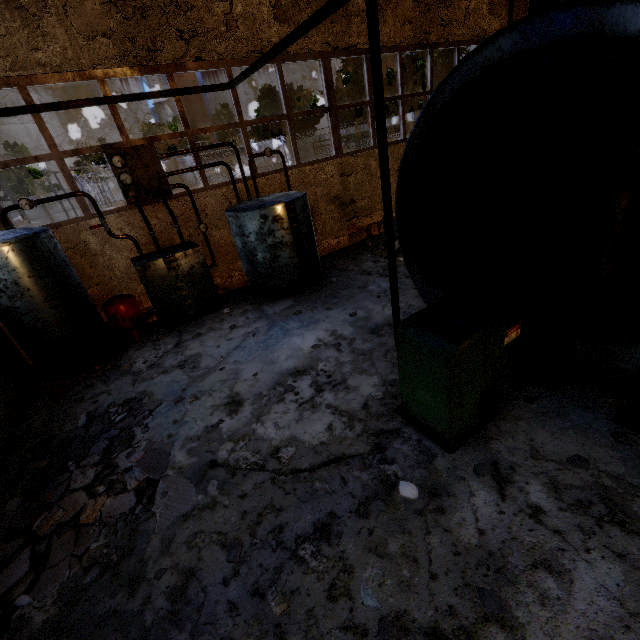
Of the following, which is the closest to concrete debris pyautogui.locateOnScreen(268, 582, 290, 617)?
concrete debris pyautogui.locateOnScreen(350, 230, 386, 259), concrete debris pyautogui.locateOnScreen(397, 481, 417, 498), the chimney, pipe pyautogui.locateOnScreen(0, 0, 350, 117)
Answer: concrete debris pyautogui.locateOnScreen(397, 481, 417, 498)

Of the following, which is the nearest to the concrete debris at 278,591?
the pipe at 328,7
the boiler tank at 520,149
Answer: the boiler tank at 520,149

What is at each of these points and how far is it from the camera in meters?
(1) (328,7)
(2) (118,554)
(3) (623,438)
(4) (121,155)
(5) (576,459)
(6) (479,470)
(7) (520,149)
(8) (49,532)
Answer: (1) pipe, 3.8 m
(2) concrete debris, 3.1 m
(3) concrete debris, 3.2 m
(4) boiler group, 6.4 m
(5) concrete debris, 3.1 m
(6) concrete debris, 3.2 m
(7) boiler tank, 3.1 m
(8) concrete debris, 3.5 m

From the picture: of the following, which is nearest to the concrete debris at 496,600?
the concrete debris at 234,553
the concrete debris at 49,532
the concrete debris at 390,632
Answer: the concrete debris at 390,632

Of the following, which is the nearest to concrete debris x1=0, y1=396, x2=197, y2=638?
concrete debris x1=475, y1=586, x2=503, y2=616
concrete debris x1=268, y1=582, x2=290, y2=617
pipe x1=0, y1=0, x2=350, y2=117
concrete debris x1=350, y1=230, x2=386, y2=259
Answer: concrete debris x1=268, y1=582, x2=290, y2=617

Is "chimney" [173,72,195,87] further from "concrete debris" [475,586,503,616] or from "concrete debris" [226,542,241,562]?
"concrete debris" [475,586,503,616]

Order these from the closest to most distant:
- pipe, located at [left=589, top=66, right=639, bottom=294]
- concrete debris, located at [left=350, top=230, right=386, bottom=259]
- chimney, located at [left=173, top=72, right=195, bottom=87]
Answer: pipe, located at [left=589, top=66, right=639, bottom=294] → concrete debris, located at [left=350, top=230, right=386, bottom=259] → chimney, located at [left=173, top=72, right=195, bottom=87]

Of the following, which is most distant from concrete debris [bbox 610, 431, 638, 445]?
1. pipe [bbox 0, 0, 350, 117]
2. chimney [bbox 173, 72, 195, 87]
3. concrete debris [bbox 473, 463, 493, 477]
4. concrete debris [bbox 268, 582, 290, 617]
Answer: chimney [bbox 173, 72, 195, 87]
